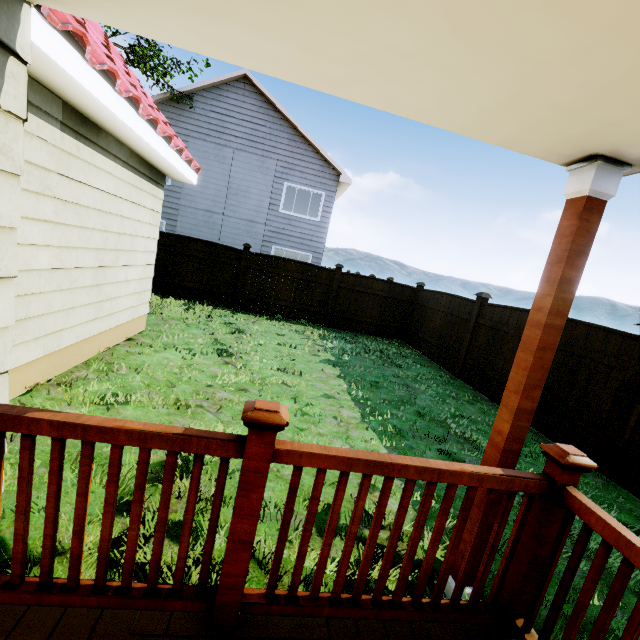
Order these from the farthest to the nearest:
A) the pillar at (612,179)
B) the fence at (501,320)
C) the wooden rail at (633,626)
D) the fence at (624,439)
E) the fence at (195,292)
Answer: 1. the fence at (195,292)
2. the fence at (501,320)
3. the fence at (624,439)
4. the pillar at (612,179)
5. the wooden rail at (633,626)

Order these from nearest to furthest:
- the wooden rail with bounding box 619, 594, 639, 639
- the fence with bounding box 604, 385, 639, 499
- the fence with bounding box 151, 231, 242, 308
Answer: the wooden rail with bounding box 619, 594, 639, 639 < the fence with bounding box 604, 385, 639, 499 < the fence with bounding box 151, 231, 242, 308

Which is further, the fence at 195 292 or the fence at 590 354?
the fence at 195 292

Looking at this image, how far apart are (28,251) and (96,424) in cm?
300

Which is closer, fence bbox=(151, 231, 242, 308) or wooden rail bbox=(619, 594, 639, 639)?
wooden rail bbox=(619, 594, 639, 639)

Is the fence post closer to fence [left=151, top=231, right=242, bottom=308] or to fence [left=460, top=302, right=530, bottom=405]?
fence [left=460, top=302, right=530, bottom=405]

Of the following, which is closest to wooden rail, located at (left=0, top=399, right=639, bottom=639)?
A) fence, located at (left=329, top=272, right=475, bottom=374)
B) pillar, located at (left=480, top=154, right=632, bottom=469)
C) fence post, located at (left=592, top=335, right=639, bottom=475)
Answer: pillar, located at (left=480, top=154, right=632, bottom=469)

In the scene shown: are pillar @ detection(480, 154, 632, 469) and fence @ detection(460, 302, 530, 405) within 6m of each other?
yes
